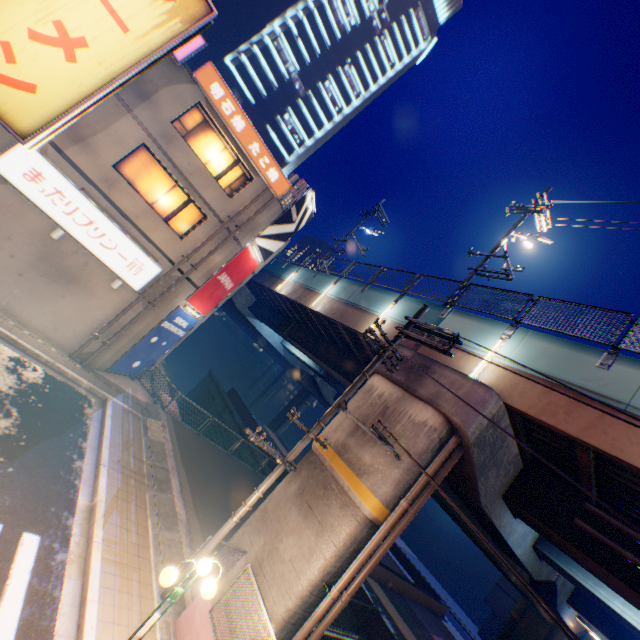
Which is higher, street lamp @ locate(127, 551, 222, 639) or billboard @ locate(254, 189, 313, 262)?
billboard @ locate(254, 189, 313, 262)

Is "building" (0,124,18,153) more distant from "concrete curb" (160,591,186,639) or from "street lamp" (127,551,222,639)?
"street lamp" (127,551,222,639)

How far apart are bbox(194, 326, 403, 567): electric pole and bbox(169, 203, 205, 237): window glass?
10.8 meters

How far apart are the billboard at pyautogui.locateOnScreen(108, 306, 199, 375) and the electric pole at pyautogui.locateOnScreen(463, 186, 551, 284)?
14.5m

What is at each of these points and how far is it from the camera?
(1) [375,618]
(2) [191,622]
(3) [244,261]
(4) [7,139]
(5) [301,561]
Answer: (1) concrete block, 14.03m
(2) concrete block, 7.03m
(3) billboard, 17.47m
(4) building, 11.14m
(5) overpass support, 8.15m

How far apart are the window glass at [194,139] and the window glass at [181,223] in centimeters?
146cm

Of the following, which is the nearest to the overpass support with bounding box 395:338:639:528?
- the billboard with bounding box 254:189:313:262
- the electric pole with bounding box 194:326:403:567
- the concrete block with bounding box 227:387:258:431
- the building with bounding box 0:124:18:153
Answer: the concrete block with bounding box 227:387:258:431

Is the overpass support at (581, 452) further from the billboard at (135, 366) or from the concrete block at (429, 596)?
the billboard at (135, 366)
